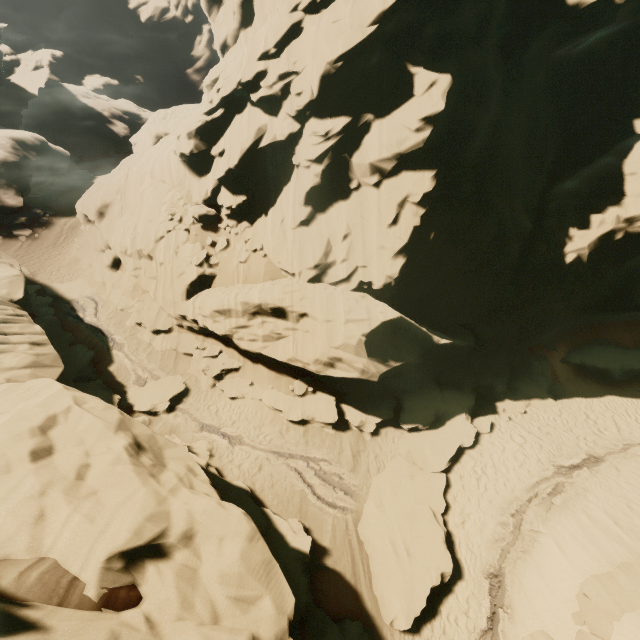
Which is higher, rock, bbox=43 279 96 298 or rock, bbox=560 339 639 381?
rock, bbox=43 279 96 298

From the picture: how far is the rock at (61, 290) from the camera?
21.50m

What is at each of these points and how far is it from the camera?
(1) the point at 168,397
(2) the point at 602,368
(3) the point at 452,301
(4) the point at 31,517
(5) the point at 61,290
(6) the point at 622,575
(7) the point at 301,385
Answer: (1) rock, 16.3 meters
(2) rock, 17.8 meters
(3) rock, 16.8 meters
(4) rock, 7.5 meters
(5) rock, 21.8 meters
(6) rock, 9.5 meters
(7) rock, 16.5 meters

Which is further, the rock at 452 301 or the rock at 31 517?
the rock at 452 301

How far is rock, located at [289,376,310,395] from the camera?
16.36m
